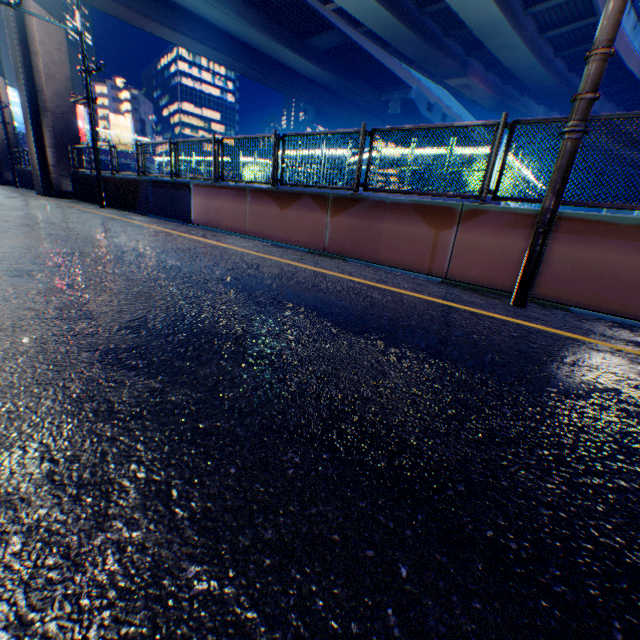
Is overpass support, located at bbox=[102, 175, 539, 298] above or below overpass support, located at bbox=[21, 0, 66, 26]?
below

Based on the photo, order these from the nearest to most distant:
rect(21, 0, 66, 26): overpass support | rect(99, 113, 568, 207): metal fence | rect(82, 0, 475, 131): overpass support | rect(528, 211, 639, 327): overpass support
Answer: rect(528, 211, 639, 327): overpass support, rect(99, 113, 568, 207): metal fence, rect(21, 0, 66, 26): overpass support, rect(82, 0, 475, 131): overpass support

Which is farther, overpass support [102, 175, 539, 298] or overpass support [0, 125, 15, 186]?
overpass support [0, 125, 15, 186]

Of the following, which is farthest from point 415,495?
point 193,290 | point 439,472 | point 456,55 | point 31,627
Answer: point 456,55

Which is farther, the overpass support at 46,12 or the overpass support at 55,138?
the overpass support at 55,138

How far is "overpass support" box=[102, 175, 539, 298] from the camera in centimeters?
519cm

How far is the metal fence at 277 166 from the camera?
5.01m
